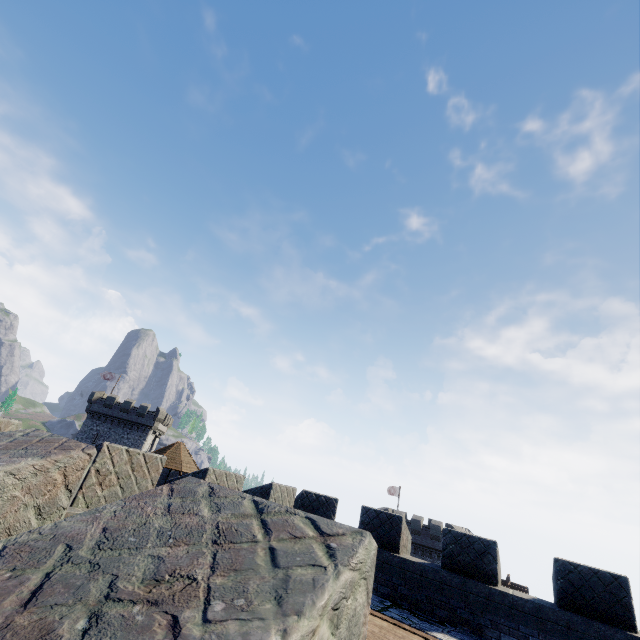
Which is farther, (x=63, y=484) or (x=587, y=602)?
(x=587, y=602)
